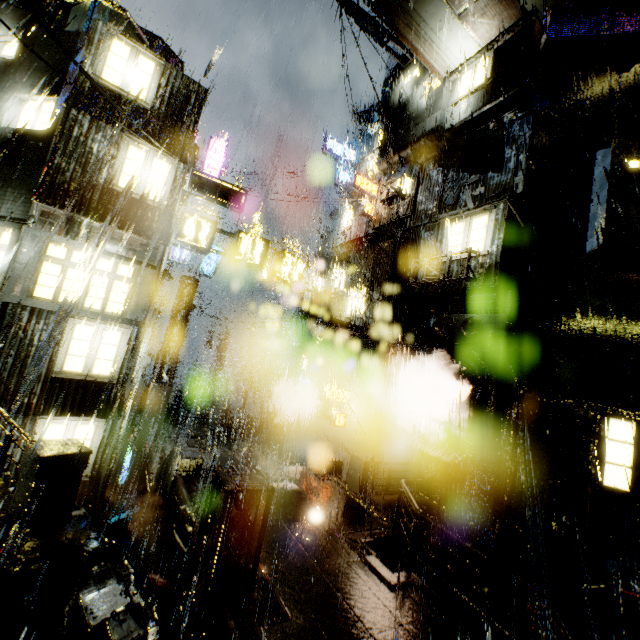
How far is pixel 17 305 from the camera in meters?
9.1

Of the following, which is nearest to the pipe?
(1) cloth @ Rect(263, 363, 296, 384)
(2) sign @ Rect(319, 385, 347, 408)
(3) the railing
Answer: (1) cloth @ Rect(263, 363, 296, 384)

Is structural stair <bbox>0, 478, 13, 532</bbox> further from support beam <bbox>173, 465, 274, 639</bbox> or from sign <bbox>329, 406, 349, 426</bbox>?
sign <bbox>329, 406, 349, 426</bbox>

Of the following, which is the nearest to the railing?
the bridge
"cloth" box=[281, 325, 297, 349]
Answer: "cloth" box=[281, 325, 297, 349]

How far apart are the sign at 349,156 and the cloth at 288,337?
13.4m

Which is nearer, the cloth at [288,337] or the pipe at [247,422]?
the pipe at [247,422]

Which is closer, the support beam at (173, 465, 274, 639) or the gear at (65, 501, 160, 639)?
the gear at (65, 501, 160, 639)

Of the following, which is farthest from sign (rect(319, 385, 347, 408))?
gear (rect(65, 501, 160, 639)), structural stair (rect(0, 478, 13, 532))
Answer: structural stair (rect(0, 478, 13, 532))
